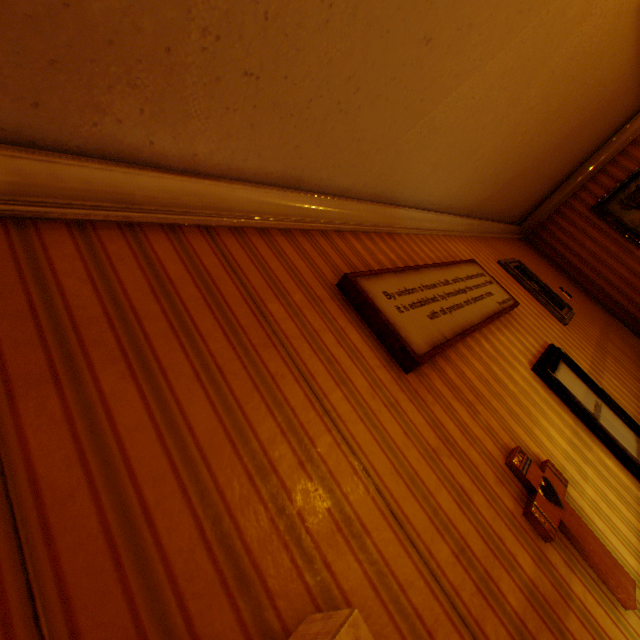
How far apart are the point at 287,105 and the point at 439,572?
1.9 meters

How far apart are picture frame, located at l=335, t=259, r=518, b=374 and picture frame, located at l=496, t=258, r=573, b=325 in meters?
1.0 m

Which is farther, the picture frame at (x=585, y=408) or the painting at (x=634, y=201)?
the painting at (x=634, y=201)

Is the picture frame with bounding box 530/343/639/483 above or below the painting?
below

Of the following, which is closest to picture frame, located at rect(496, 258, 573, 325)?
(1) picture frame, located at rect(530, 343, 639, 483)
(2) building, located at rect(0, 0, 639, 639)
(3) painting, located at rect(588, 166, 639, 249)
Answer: (2) building, located at rect(0, 0, 639, 639)

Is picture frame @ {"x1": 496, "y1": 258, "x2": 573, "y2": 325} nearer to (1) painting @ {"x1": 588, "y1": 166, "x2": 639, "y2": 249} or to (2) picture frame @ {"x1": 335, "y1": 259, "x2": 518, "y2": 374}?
(2) picture frame @ {"x1": 335, "y1": 259, "x2": 518, "y2": 374}

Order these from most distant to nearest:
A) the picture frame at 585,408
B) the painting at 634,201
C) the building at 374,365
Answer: the painting at 634,201 → the picture frame at 585,408 → the building at 374,365

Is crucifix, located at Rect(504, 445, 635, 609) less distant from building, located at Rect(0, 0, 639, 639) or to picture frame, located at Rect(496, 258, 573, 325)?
building, located at Rect(0, 0, 639, 639)
